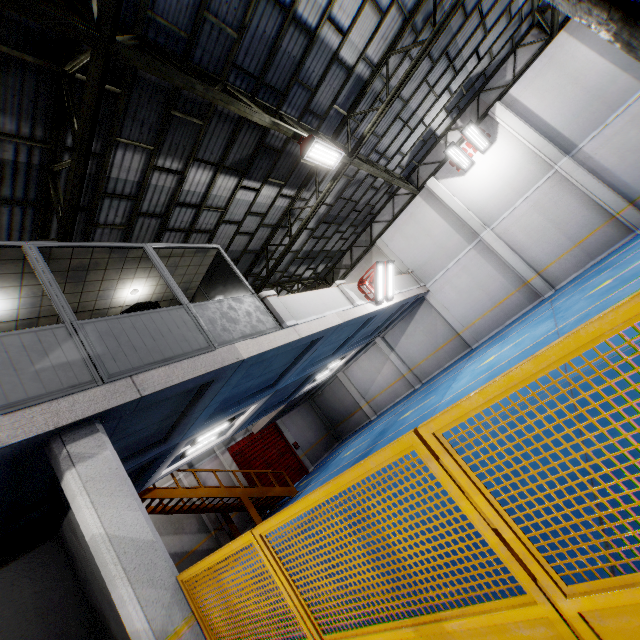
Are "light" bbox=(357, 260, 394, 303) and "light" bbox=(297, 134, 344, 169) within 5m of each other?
yes

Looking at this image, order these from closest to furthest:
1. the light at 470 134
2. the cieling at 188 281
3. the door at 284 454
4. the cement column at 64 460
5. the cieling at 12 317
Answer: the cement column at 64 460, the cieling at 12 317, the cieling at 188 281, the light at 470 134, the door at 284 454

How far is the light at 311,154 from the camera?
8.6m

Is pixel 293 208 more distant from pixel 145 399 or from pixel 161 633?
pixel 161 633

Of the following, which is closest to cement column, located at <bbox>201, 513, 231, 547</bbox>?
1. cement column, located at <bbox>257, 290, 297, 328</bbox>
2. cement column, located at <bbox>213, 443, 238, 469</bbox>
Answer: cement column, located at <bbox>213, 443, 238, 469</bbox>

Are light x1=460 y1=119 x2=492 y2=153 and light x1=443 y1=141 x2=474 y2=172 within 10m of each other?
yes

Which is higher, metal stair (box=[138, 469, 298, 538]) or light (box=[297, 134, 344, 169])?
light (box=[297, 134, 344, 169])

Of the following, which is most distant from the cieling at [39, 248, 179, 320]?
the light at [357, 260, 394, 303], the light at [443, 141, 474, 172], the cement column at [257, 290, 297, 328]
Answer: the light at [443, 141, 474, 172]
